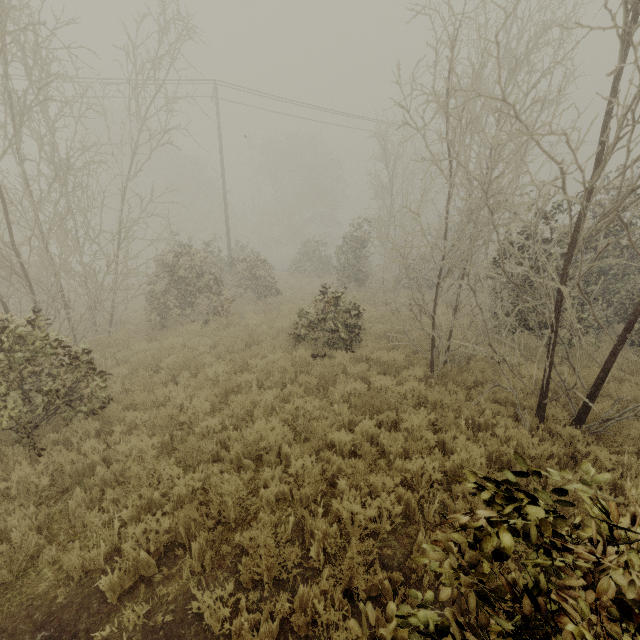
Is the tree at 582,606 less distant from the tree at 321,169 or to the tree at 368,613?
the tree at 368,613

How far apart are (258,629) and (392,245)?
6.9 meters

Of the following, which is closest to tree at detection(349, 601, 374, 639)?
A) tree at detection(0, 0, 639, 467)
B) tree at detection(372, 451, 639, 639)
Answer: tree at detection(372, 451, 639, 639)

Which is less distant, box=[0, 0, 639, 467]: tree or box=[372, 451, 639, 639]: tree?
box=[372, 451, 639, 639]: tree

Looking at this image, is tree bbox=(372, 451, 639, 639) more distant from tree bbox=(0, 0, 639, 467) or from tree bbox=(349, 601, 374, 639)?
tree bbox=(0, 0, 639, 467)
